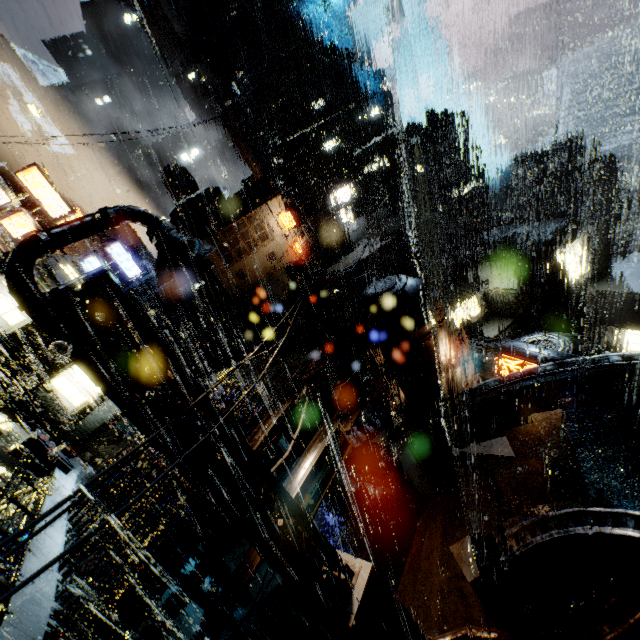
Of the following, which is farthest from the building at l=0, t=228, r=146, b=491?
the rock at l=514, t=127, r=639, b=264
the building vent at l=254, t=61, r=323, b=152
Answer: the rock at l=514, t=127, r=639, b=264

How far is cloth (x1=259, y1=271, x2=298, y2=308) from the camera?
27.56m

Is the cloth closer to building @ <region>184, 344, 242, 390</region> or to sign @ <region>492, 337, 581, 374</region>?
building @ <region>184, 344, 242, 390</region>

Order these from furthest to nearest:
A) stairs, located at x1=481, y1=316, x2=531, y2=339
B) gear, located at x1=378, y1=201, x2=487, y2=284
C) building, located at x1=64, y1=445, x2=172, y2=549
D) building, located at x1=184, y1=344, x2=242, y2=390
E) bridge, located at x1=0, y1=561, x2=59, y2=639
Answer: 1. gear, located at x1=378, y1=201, x2=487, y2=284
2. stairs, located at x1=481, y1=316, x2=531, y2=339
3. building, located at x1=184, y1=344, x2=242, y2=390
4. building, located at x1=64, y1=445, x2=172, y2=549
5. bridge, located at x1=0, y1=561, x2=59, y2=639

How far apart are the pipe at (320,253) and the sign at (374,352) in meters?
19.3 m

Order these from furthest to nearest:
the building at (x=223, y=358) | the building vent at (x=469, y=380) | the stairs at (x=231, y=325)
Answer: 1. the stairs at (x=231, y=325)
2. the building at (x=223, y=358)
3. the building vent at (x=469, y=380)

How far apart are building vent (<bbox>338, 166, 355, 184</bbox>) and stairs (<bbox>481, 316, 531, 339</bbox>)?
26.14m

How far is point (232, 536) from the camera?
8.77m
